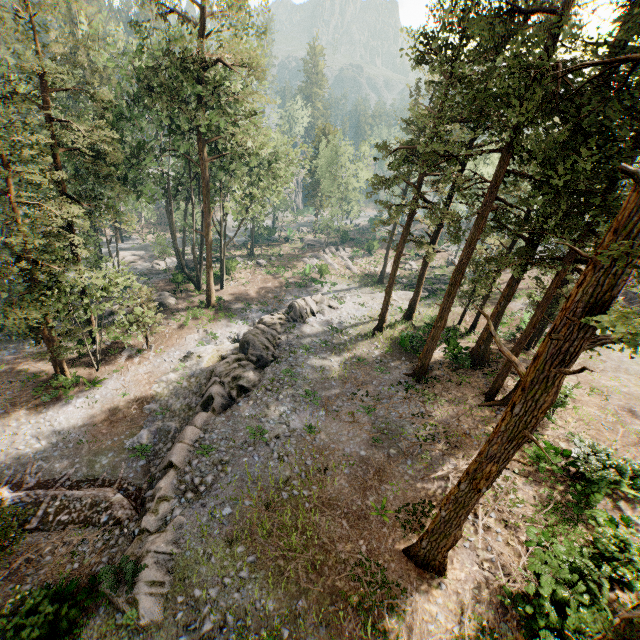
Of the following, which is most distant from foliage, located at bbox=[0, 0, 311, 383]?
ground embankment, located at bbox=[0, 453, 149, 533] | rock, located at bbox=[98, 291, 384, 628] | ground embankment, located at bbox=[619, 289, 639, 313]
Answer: ground embankment, located at bbox=[619, 289, 639, 313]

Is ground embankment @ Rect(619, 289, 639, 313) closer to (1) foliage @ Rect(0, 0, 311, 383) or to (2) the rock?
(1) foliage @ Rect(0, 0, 311, 383)

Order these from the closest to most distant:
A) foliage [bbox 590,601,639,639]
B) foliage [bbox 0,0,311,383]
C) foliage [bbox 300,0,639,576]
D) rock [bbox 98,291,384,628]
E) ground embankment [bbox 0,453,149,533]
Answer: foliage [bbox 590,601,639,639], foliage [bbox 300,0,639,576], rock [bbox 98,291,384,628], ground embankment [bbox 0,453,149,533], foliage [bbox 0,0,311,383]

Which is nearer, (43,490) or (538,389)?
(538,389)

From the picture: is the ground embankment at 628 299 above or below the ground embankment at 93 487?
above

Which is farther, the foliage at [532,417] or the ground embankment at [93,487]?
the ground embankment at [93,487]

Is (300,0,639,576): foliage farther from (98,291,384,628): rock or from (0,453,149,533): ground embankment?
(98,291,384,628): rock

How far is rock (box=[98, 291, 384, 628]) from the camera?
11.5m
